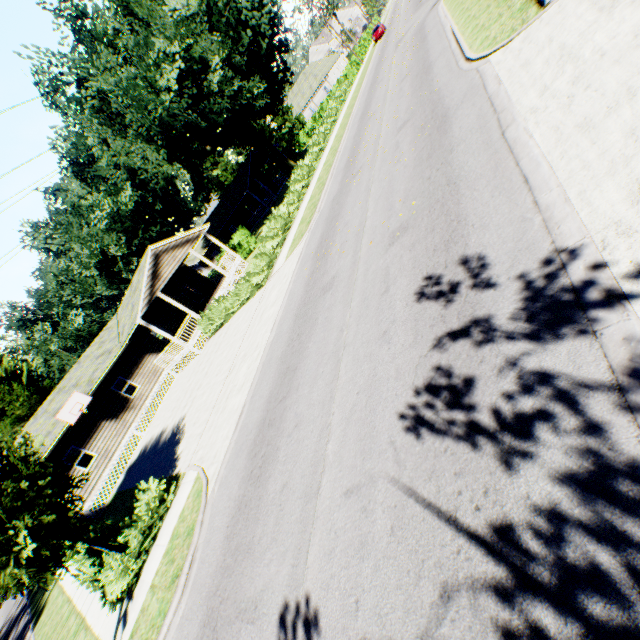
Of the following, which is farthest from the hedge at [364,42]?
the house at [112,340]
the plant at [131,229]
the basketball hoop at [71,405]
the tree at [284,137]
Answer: the basketball hoop at [71,405]

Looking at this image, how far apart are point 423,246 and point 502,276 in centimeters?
248cm

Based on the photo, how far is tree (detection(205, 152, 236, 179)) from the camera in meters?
58.3

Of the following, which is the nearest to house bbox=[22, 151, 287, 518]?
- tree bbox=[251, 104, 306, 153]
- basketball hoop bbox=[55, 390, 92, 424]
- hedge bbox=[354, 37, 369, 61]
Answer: basketball hoop bbox=[55, 390, 92, 424]

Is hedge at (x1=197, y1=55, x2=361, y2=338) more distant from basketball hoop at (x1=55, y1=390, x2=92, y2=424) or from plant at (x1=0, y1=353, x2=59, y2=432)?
A: basketball hoop at (x1=55, y1=390, x2=92, y2=424)

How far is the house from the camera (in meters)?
20.33

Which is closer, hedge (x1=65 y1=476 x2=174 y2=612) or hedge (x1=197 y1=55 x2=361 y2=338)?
hedge (x1=65 y1=476 x2=174 y2=612)

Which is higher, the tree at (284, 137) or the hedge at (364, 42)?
the tree at (284, 137)
